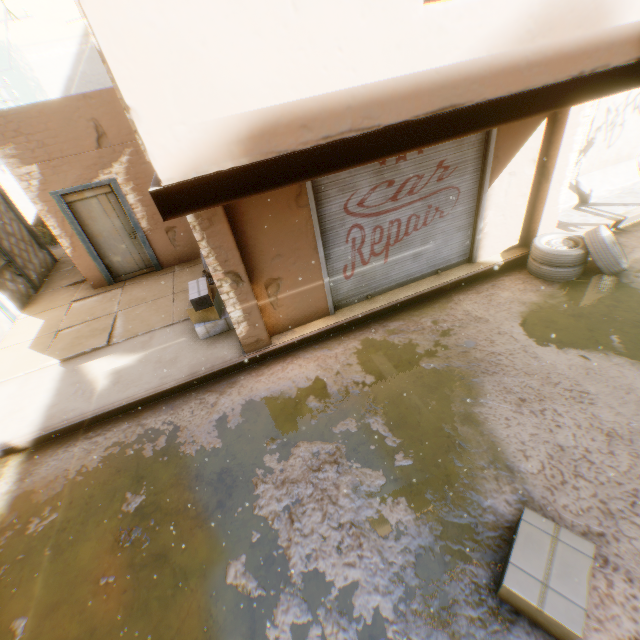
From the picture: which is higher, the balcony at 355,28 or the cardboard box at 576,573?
the balcony at 355,28

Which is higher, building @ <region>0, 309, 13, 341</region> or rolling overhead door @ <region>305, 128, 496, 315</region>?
rolling overhead door @ <region>305, 128, 496, 315</region>

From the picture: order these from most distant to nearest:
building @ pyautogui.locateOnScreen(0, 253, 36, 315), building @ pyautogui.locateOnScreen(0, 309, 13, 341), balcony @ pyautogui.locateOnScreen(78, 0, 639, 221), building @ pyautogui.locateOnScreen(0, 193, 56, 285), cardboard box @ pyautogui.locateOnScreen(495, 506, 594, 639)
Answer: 1. building @ pyautogui.locateOnScreen(0, 193, 56, 285)
2. building @ pyautogui.locateOnScreen(0, 253, 36, 315)
3. building @ pyautogui.locateOnScreen(0, 309, 13, 341)
4. cardboard box @ pyautogui.locateOnScreen(495, 506, 594, 639)
5. balcony @ pyautogui.locateOnScreen(78, 0, 639, 221)

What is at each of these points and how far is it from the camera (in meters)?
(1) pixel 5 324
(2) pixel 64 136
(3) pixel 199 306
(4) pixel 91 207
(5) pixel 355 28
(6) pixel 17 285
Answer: (1) building, 7.87
(2) building, 7.00
(3) cardboard box, 5.84
(4) door, 7.91
(5) balcony, 1.92
(6) building, 8.78

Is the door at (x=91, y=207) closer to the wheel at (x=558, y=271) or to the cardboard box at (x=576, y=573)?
the cardboard box at (x=576, y=573)

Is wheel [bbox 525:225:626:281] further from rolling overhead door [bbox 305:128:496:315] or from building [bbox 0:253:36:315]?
rolling overhead door [bbox 305:128:496:315]

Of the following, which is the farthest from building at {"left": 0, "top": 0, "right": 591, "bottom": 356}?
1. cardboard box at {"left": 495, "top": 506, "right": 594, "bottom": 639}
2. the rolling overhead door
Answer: cardboard box at {"left": 495, "top": 506, "right": 594, "bottom": 639}

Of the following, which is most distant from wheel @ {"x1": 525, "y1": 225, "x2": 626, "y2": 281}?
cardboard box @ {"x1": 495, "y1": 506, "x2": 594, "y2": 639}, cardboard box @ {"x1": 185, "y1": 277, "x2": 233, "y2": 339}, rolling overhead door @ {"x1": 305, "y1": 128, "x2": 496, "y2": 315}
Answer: cardboard box @ {"x1": 185, "y1": 277, "x2": 233, "y2": 339}
